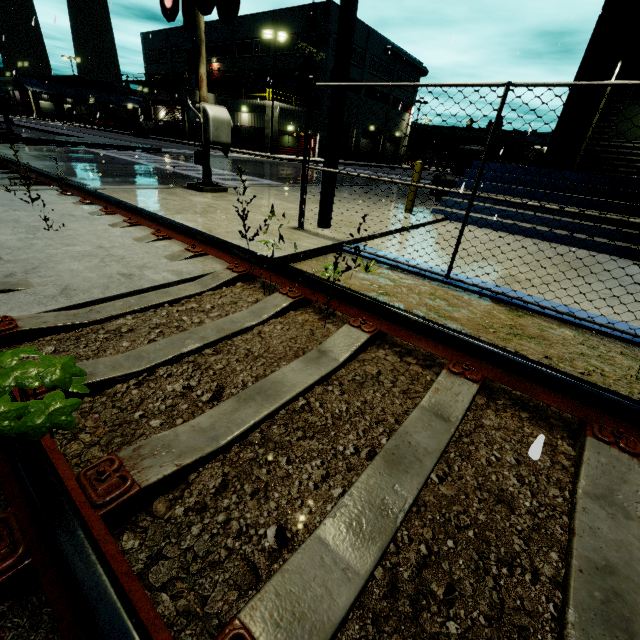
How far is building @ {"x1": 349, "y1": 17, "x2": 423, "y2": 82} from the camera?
39.3 meters

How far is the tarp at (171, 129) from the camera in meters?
43.5 m

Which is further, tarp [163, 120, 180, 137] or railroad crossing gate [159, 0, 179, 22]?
tarp [163, 120, 180, 137]

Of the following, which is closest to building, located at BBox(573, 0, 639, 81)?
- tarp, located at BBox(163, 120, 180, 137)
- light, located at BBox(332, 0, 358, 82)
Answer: tarp, located at BBox(163, 120, 180, 137)

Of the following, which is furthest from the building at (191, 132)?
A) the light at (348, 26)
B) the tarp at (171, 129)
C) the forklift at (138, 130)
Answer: the forklift at (138, 130)

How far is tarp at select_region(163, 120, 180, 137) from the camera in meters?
43.5

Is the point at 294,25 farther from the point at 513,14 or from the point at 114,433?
the point at 114,433

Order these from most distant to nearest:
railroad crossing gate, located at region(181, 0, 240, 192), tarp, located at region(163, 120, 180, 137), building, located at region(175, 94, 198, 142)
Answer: tarp, located at region(163, 120, 180, 137) → building, located at region(175, 94, 198, 142) → railroad crossing gate, located at region(181, 0, 240, 192)
